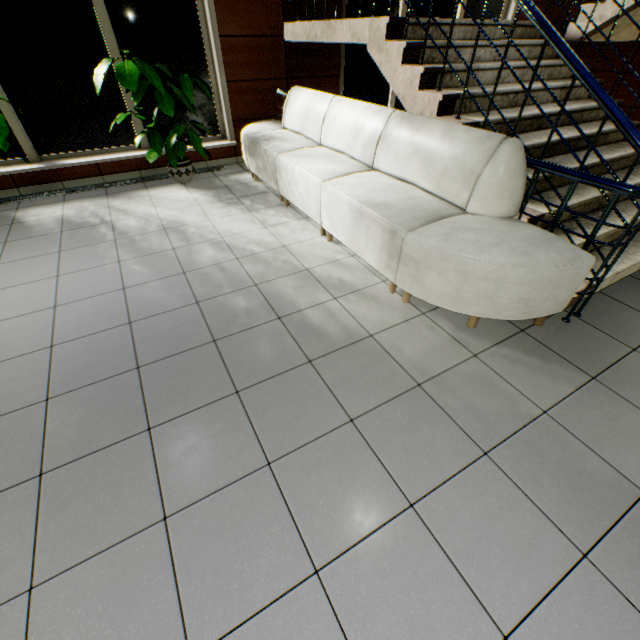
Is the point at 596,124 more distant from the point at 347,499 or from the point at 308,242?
the point at 347,499

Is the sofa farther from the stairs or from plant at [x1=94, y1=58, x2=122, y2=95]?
plant at [x1=94, y1=58, x2=122, y2=95]

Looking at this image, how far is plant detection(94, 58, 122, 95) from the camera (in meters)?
3.61

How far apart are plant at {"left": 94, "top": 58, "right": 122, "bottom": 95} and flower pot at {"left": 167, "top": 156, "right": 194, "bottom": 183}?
1.0 meters

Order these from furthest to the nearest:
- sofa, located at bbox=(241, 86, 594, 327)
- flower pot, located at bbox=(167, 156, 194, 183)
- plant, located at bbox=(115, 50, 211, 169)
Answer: flower pot, located at bbox=(167, 156, 194, 183) → plant, located at bbox=(115, 50, 211, 169) → sofa, located at bbox=(241, 86, 594, 327)

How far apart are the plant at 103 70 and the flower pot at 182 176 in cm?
104

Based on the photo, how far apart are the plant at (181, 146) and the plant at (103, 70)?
0.2 meters

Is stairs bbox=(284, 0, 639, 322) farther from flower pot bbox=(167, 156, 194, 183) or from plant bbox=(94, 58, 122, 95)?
plant bbox=(94, 58, 122, 95)
